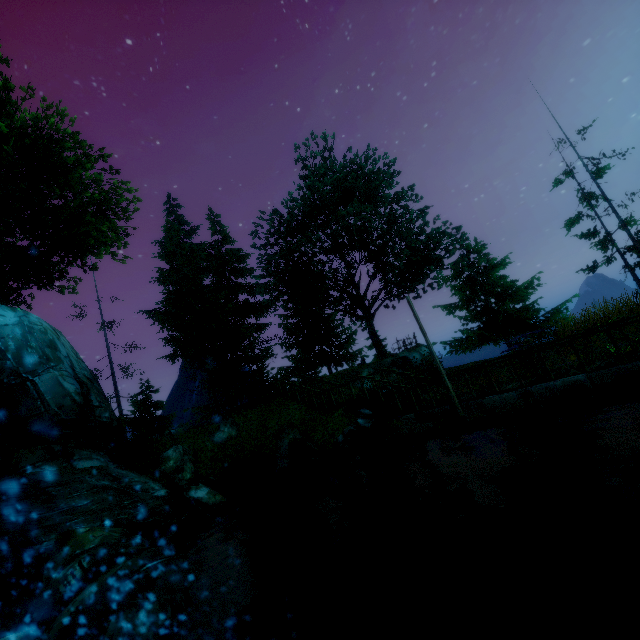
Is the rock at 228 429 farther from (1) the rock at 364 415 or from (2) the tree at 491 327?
(2) the tree at 491 327

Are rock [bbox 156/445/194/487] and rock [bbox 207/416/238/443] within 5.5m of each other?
yes

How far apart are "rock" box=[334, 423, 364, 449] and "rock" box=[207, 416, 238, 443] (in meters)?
7.67

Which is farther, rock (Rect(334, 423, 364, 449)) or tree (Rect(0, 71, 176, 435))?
tree (Rect(0, 71, 176, 435))

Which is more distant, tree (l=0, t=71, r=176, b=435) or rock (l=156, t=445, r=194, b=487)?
rock (l=156, t=445, r=194, b=487)

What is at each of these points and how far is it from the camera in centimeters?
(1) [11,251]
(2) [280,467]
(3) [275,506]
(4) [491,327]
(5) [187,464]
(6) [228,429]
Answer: (1) tree, 1833cm
(2) rock, 1573cm
(3) rock, 1289cm
(4) tree, 2542cm
(5) rock, 1623cm
(6) rock, 1881cm

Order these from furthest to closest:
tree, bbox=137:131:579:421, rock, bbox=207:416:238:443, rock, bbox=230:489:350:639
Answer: tree, bbox=137:131:579:421 → rock, bbox=207:416:238:443 → rock, bbox=230:489:350:639

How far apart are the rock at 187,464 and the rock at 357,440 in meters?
7.9 m
